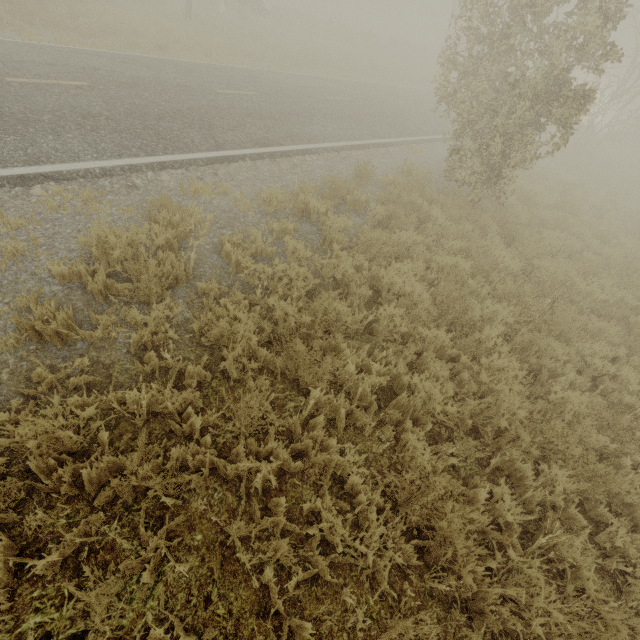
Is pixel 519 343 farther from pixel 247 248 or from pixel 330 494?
pixel 247 248
